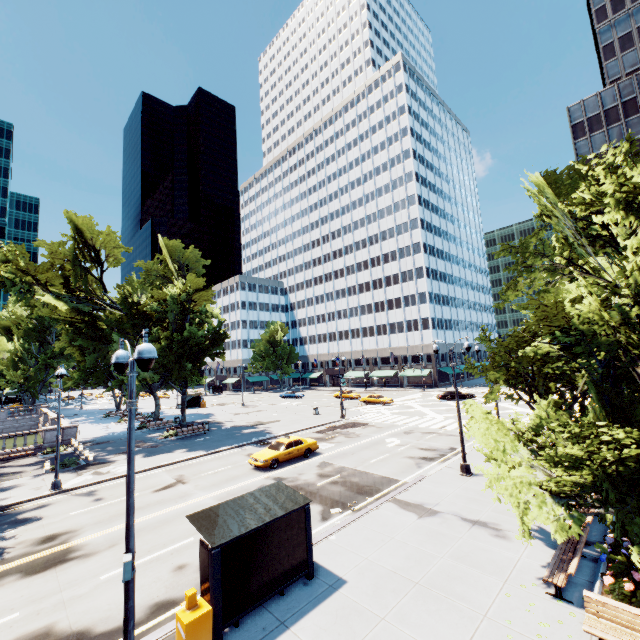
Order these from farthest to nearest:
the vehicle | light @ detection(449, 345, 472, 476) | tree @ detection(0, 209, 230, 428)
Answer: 1. tree @ detection(0, 209, 230, 428)
2. the vehicle
3. light @ detection(449, 345, 472, 476)

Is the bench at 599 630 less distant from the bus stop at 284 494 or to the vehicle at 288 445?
the bus stop at 284 494

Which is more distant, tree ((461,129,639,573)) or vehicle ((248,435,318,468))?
vehicle ((248,435,318,468))

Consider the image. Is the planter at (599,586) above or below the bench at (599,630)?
below

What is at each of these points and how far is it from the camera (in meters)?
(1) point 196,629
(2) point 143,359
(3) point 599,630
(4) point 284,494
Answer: (1) box, 7.27
(2) light, 6.31
(3) bench, 6.96
(4) bus stop, 10.59

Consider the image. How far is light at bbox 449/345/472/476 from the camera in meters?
17.5 m

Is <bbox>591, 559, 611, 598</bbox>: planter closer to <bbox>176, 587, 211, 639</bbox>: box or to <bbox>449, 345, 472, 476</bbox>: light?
<bbox>449, 345, 472, 476</bbox>: light

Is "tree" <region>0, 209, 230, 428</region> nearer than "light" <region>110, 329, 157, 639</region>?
No
